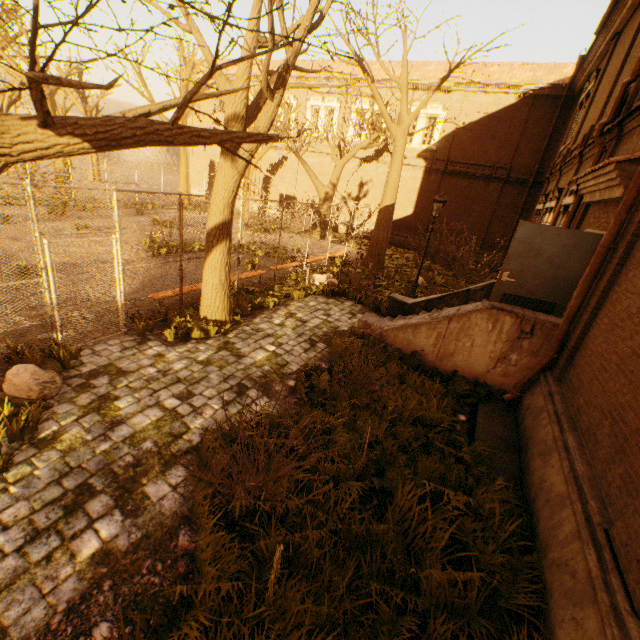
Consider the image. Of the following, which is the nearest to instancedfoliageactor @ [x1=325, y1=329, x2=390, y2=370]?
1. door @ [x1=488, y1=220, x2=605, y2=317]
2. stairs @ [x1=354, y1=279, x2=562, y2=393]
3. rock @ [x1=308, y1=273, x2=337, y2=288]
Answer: stairs @ [x1=354, y1=279, x2=562, y2=393]

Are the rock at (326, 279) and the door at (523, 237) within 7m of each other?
yes

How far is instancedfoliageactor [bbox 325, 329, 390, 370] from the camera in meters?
6.9

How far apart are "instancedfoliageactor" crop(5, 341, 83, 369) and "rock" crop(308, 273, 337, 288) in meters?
7.9 m

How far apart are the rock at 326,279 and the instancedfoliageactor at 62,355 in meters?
7.9

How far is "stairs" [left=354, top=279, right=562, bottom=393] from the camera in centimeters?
640cm

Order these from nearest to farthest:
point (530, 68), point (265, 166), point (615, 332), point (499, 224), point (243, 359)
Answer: point (615, 332) → point (243, 359) → point (530, 68) → point (499, 224) → point (265, 166)

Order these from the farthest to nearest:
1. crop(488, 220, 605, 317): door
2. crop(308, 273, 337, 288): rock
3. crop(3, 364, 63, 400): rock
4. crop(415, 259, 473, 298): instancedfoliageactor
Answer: crop(415, 259, 473, 298): instancedfoliageactor < crop(308, 273, 337, 288): rock < crop(488, 220, 605, 317): door < crop(3, 364, 63, 400): rock
